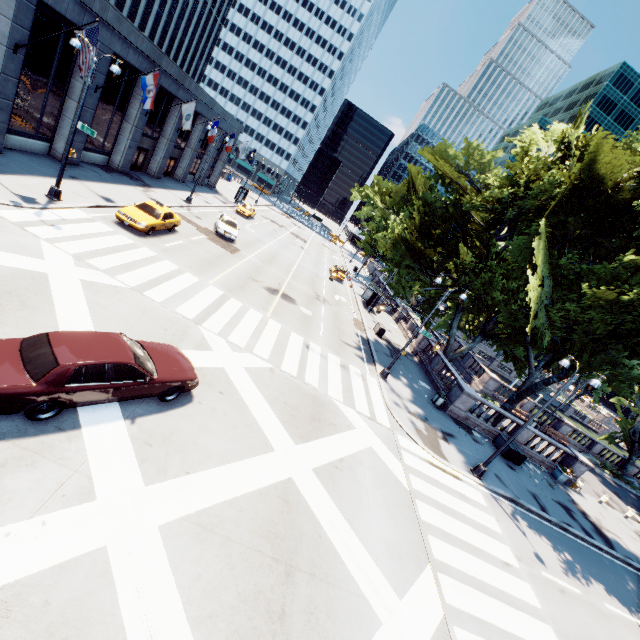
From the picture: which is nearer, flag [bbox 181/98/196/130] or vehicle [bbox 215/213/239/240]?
flag [bbox 181/98/196/130]

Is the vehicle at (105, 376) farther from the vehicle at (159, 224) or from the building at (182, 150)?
the building at (182, 150)

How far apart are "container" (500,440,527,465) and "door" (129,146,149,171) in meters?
37.5 m

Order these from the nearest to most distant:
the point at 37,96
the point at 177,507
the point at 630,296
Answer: the point at 177,507 → the point at 630,296 → the point at 37,96

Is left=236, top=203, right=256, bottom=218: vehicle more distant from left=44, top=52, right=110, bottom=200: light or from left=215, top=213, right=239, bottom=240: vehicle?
left=44, top=52, right=110, bottom=200: light

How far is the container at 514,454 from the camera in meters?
20.5

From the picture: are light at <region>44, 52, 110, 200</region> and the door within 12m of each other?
no

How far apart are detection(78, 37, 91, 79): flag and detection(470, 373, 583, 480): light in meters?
26.8
